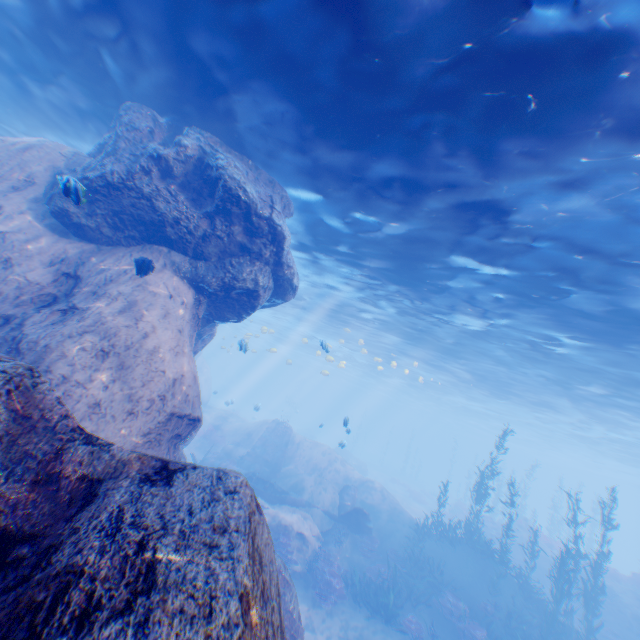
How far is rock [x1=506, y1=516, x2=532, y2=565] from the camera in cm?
2317

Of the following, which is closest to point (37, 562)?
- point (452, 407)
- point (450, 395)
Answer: point (450, 395)

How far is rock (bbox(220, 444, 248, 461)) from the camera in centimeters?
2294cm

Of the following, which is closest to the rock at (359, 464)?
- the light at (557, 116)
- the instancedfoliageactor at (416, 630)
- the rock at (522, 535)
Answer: the light at (557, 116)

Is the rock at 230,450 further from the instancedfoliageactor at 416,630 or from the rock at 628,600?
the instancedfoliageactor at 416,630

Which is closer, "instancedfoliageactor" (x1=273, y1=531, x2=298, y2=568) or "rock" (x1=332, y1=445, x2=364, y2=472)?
"instancedfoliageactor" (x1=273, y1=531, x2=298, y2=568)

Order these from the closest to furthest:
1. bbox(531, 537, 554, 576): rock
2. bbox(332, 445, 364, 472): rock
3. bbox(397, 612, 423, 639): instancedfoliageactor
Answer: bbox(397, 612, 423, 639): instancedfoliageactor → bbox(531, 537, 554, 576): rock → bbox(332, 445, 364, 472): rock

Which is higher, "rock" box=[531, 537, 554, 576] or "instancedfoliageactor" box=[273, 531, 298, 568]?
"rock" box=[531, 537, 554, 576]
